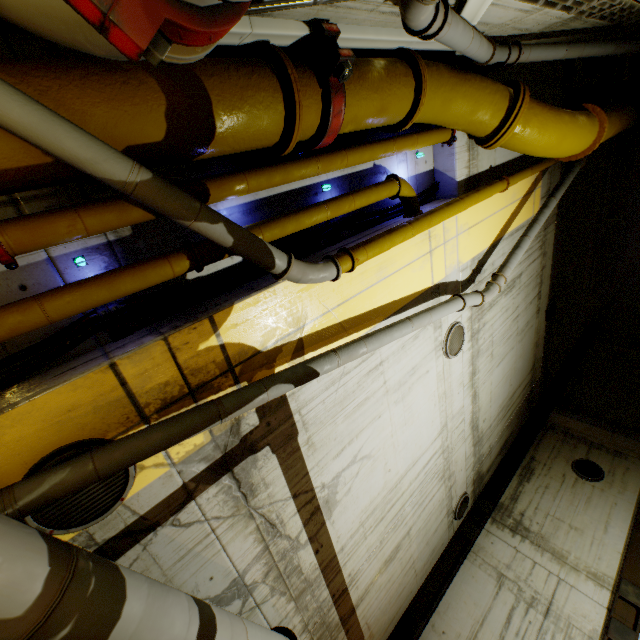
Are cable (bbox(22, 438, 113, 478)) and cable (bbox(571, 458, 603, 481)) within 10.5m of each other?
no

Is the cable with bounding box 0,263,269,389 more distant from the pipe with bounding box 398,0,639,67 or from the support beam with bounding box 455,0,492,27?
the support beam with bounding box 455,0,492,27

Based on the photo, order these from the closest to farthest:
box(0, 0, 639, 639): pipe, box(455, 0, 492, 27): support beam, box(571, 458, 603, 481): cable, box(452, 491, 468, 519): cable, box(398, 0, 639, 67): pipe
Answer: box(0, 0, 639, 639): pipe < box(398, 0, 639, 67): pipe < box(455, 0, 492, 27): support beam < box(452, 491, 468, 519): cable < box(571, 458, 603, 481): cable

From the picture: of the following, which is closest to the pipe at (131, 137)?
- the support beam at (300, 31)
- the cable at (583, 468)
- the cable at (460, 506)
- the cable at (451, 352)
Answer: the support beam at (300, 31)

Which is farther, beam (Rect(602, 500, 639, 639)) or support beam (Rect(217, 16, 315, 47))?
beam (Rect(602, 500, 639, 639))

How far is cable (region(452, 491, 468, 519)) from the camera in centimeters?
907cm

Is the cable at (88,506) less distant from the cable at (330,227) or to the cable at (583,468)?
the cable at (330,227)

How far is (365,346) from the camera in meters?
4.2 m
